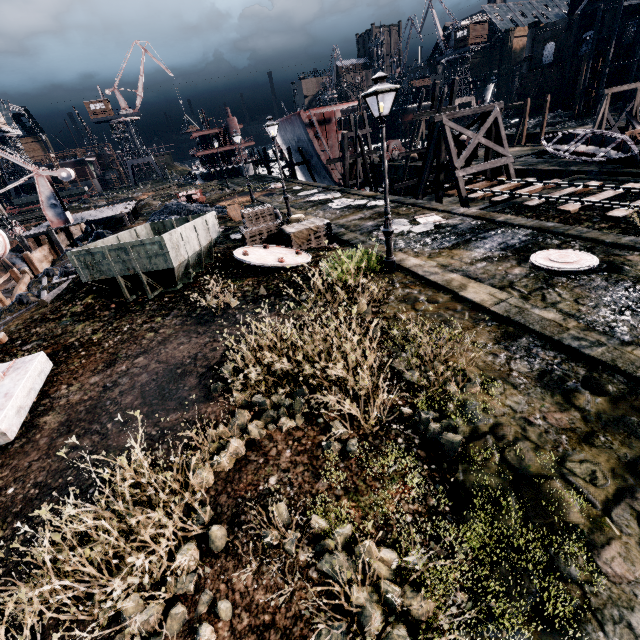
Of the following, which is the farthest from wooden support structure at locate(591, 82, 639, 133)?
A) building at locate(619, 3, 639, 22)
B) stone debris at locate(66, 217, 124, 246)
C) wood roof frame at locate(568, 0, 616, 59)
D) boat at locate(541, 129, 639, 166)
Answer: stone debris at locate(66, 217, 124, 246)

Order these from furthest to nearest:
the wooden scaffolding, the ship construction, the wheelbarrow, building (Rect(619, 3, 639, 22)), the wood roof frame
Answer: the wood roof frame, building (Rect(619, 3, 639, 22)), the ship construction, the wooden scaffolding, the wheelbarrow

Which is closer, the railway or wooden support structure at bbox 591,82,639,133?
the railway

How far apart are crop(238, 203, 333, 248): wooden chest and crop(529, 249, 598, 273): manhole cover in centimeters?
821cm

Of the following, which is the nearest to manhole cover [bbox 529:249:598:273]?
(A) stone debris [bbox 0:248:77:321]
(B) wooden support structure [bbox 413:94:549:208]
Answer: (B) wooden support structure [bbox 413:94:549:208]

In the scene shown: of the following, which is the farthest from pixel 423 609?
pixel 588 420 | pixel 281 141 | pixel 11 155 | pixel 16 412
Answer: pixel 281 141

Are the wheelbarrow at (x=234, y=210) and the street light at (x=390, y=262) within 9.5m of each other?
no

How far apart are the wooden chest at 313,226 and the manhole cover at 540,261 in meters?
8.2 m
